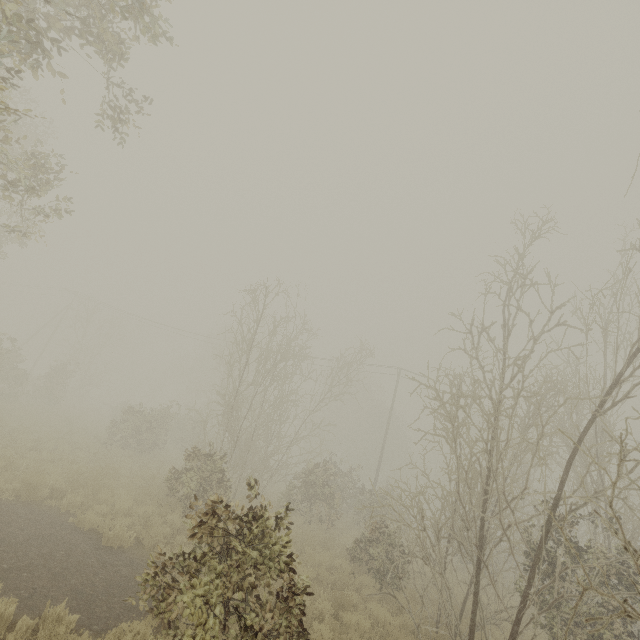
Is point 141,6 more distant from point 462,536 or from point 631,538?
point 631,538
